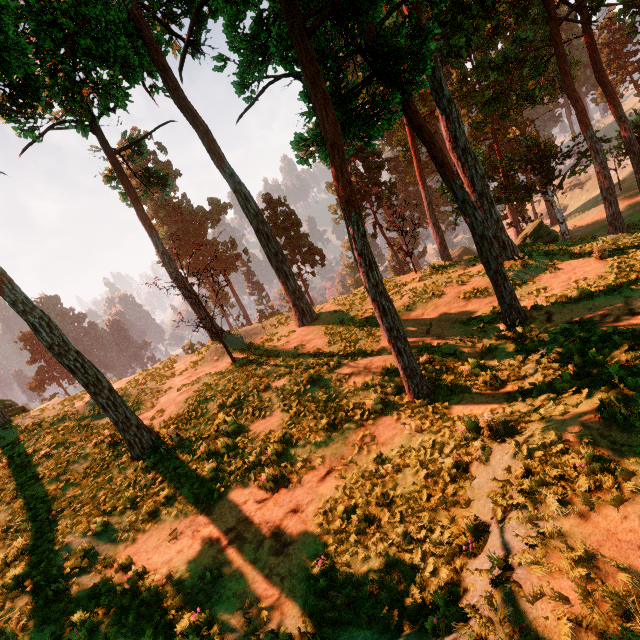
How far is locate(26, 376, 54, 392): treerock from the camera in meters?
57.3 m

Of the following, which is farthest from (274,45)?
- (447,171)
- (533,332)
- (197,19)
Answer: (197,19)

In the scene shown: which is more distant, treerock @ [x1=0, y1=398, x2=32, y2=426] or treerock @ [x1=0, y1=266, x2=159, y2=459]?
treerock @ [x1=0, y1=398, x2=32, y2=426]

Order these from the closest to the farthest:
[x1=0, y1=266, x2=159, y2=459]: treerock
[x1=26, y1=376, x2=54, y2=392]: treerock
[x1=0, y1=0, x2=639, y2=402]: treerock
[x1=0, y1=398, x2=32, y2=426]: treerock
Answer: [x1=0, y1=0, x2=639, y2=402]: treerock → [x1=0, y1=266, x2=159, y2=459]: treerock → [x1=0, y1=398, x2=32, y2=426]: treerock → [x1=26, y1=376, x2=54, y2=392]: treerock

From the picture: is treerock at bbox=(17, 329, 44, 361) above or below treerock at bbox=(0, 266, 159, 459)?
above

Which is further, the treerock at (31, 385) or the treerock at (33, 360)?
the treerock at (33, 360)
